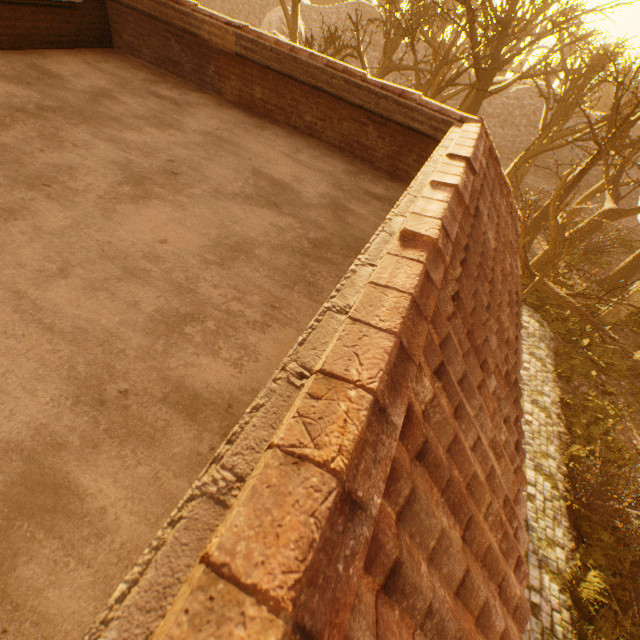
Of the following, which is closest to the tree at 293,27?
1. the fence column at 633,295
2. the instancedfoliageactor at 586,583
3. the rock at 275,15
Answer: the fence column at 633,295

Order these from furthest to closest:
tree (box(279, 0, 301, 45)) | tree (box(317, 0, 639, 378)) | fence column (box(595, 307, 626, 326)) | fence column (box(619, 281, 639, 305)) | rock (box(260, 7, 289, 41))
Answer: rock (box(260, 7, 289, 41))
tree (box(279, 0, 301, 45))
fence column (box(595, 307, 626, 326))
fence column (box(619, 281, 639, 305))
tree (box(317, 0, 639, 378))

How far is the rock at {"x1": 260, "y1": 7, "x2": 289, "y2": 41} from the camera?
31.3m

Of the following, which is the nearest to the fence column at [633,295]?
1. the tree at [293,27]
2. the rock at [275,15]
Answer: the tree at [293,27]

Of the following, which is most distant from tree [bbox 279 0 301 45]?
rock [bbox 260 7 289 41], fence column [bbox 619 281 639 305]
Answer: rock [bbox 260 7 289 41]

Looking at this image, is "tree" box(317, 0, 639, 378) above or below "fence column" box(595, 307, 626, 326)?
above

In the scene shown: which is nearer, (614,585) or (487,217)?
(487,217)

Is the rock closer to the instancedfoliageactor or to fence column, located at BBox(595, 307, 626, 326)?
fence column, located at BBox(595, 307, 626, 326)
